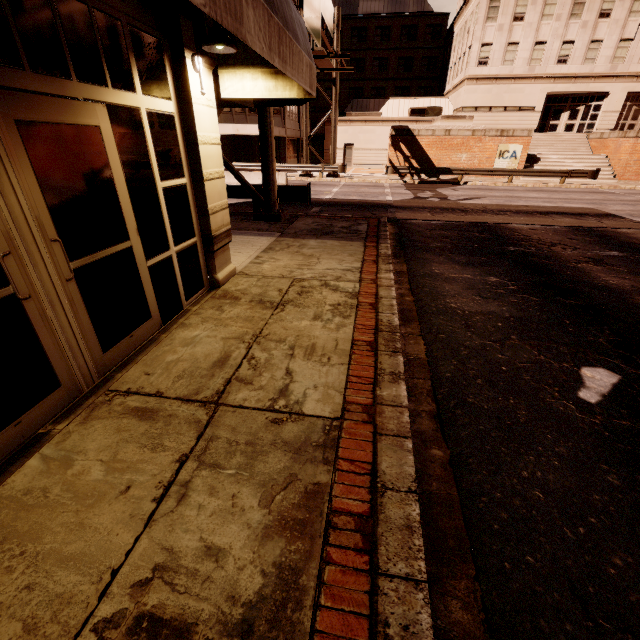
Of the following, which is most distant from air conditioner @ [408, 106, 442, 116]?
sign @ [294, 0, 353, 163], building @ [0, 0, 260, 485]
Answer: building @ [0, 0, 260, 485]

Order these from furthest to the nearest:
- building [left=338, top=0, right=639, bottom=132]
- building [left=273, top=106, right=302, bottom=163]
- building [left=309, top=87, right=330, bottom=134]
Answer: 1. building [left=309, top=87, right=330, bottom=134]
2. building [left=273, top=106, right=302, bottom=163]
3. building [left=338, top=0, right=639, bottom=132]

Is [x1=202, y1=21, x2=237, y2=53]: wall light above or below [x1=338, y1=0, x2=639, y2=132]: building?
below

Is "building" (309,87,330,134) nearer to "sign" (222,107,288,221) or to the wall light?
"sign" (222,107,288,221)

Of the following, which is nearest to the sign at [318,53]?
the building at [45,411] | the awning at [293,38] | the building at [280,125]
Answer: the awning at [293,38]

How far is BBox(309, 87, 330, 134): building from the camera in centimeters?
4438cm

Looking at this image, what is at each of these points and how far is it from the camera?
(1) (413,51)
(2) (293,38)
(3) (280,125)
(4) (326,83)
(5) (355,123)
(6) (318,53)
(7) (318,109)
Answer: (1) building, 46.0m
(2) awning, 3.4m
(3) building, 32.3m
(4) building, 49.5m
(5) building, 34.6m
(6) sign, 13.8m
(7) building, 51.1m

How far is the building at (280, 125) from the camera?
31.9m
